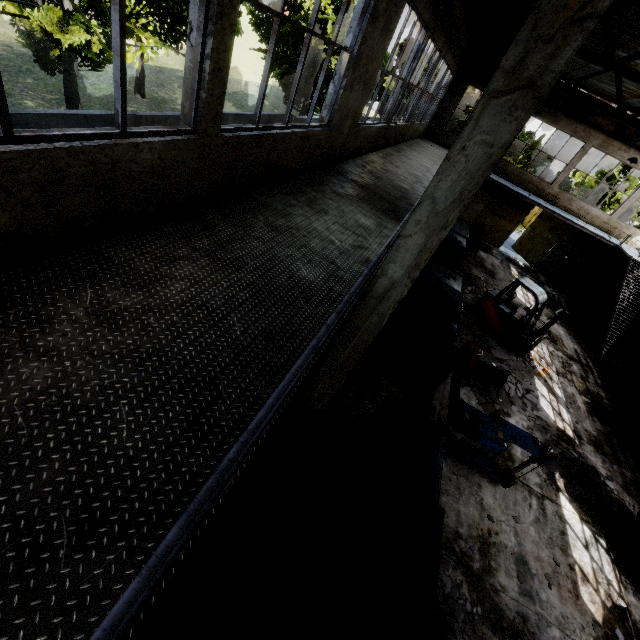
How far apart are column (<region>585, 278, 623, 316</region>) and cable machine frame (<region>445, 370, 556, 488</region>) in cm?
1792

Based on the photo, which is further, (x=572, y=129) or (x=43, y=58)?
(x=572, y=129)

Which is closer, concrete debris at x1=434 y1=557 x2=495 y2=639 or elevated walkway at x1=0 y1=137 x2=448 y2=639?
elevated walkway at x1=0 y1=137 x2=448 y2=639

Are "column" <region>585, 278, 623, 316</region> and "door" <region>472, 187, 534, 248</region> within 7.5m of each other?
yes

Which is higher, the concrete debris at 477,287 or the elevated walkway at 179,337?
the elevated walkway at 179,337

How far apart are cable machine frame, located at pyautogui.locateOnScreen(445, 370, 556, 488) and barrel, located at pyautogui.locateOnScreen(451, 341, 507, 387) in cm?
271

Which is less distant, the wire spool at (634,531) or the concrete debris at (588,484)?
the wire spool at (634,531)

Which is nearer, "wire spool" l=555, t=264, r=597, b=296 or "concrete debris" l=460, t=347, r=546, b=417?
"concrete debris" l=460, t=347, r=546, b=417
